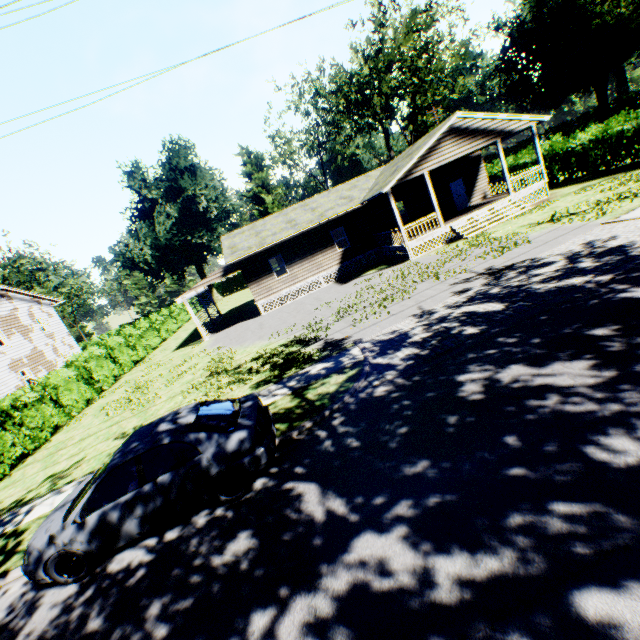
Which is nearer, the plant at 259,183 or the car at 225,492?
the car at 225,492

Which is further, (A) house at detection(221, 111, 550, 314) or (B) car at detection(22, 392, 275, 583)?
(A) house at detection(221, 111, 550, 314)

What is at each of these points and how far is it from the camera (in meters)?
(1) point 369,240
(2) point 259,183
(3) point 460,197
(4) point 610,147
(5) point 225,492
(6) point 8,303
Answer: (1) house, 24.14
(2) plant, 50.16
(3) door, 24.83
(4) hedge, 19.31
(5) car, 5.96
(6) house, 26.38

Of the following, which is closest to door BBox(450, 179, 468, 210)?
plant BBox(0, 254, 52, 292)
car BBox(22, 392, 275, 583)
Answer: car BBox(22, 392, 275, 583)

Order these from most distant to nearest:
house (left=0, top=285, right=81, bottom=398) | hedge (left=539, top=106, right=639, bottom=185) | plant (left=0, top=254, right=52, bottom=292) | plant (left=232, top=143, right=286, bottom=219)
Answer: plant (left=232, top=143, right=286, bottom=219), plant (left=0, top=254, right=52, bottom=292), house (left=0, top=285, right=81, bottom=398), hedge (left=539, top=106, right=639, bottom=185)

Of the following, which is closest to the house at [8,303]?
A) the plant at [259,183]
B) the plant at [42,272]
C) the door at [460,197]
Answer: the plant at [42,272]

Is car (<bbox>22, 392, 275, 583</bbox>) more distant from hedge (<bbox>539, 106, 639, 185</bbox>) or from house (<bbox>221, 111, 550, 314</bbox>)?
hedge (<bbox>539, 106, 639, 185</bbox>)

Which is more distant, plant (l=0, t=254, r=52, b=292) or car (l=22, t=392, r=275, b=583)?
plant (l=0, t=254, r=52, b=292)
